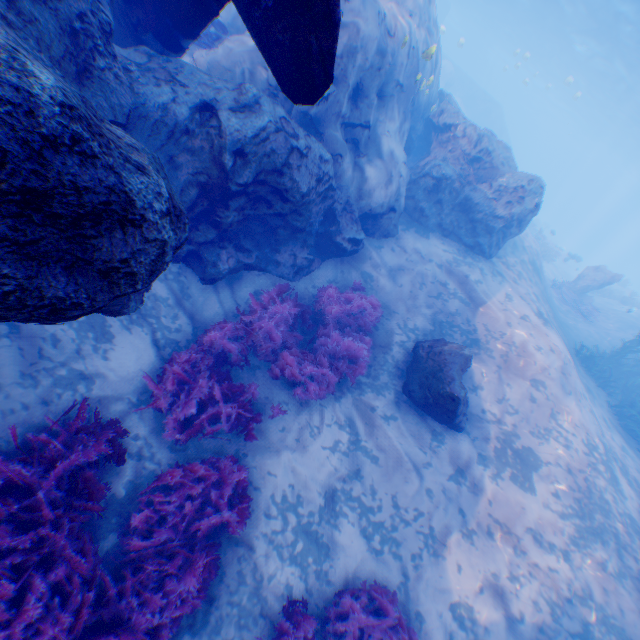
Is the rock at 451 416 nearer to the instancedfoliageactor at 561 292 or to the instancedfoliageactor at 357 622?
the instancedfoliageactor at 357 622

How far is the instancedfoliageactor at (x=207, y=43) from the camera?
8.0m

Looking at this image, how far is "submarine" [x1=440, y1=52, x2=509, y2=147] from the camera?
38.5 meters

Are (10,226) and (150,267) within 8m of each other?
yes

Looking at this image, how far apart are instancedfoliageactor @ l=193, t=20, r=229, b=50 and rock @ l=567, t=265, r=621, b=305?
21.7 meters

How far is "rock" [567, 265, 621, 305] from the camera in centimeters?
1911cm

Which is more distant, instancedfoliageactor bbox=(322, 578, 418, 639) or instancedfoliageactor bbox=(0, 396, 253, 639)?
instancedfoliageactor bbox=(322, 578, 418, 639)

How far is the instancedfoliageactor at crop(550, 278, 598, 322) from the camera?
17.78m
